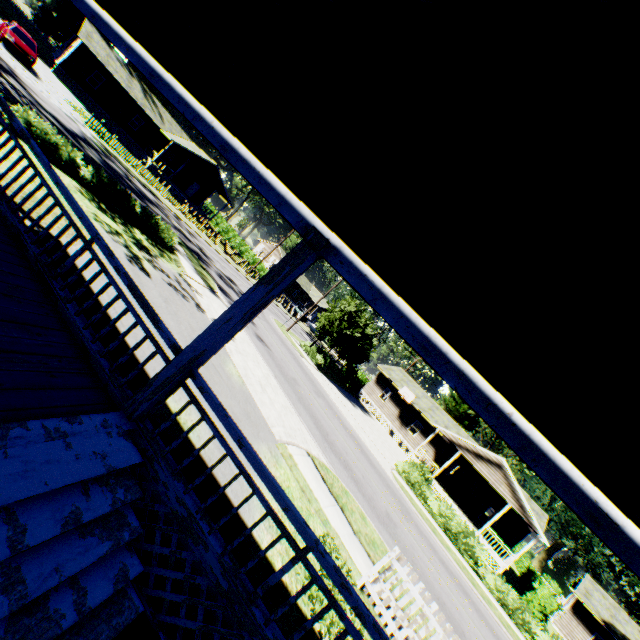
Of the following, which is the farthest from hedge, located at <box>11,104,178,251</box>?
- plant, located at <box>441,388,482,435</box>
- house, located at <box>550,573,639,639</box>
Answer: house, located at <box>550,573,639,639</box>

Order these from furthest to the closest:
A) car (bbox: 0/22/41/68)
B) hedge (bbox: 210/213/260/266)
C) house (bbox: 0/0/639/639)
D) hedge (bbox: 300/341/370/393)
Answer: hedge (bbox: 210/213/260/266) → hedge (bbox: 300/341/370/393) → car (bbox: 0/22/41/68) → house (bbox: 0/0/639/639)

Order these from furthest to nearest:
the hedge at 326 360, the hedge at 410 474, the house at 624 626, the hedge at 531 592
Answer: the hedge at 326 360, the house at 624 626, the hedge at 410 474, the hedge at 531 592

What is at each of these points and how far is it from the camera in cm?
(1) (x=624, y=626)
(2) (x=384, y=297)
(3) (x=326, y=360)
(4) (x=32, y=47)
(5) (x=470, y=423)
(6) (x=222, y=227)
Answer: (1) house, 2877
(2) house, 371
(3) hedge, 3181
(4) car, 2298
(5) plant, 4659
(6) hedge, 5472

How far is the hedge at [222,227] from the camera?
48.3 meters

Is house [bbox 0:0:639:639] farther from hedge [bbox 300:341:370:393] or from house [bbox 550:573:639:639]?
house [bbox 550:573:639:639]

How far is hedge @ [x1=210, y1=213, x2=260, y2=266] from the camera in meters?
48.3 m

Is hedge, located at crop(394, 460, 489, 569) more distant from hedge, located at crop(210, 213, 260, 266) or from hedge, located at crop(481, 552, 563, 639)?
hedge, located at crop(210, 213, 260, 266)
